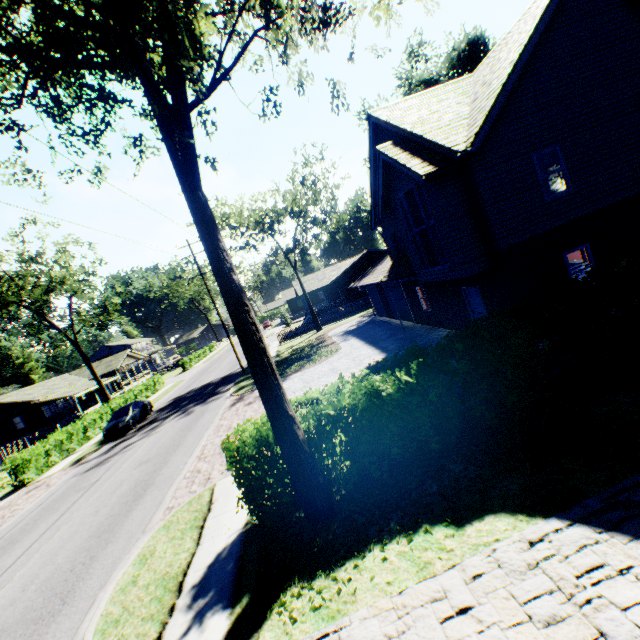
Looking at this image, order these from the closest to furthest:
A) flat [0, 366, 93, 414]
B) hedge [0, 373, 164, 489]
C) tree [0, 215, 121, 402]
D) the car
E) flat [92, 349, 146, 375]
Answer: hedge [0, 373, 164, 489]
the car
tree [0, 215, 121, 402]
flat [0, 366, 93, 414]
flat [92, 349, 146, 375]

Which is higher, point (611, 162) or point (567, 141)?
point (567, 141)

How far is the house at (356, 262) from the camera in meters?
42.5 m

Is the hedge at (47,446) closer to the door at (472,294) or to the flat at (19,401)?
the flat at (19,401)

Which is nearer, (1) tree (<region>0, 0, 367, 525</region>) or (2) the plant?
(1) tree (<region>0, 0, 367, 525</region>)

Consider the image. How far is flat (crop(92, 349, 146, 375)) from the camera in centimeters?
Result: 4994cm

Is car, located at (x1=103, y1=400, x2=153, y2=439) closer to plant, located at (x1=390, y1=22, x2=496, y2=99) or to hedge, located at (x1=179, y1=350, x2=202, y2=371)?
hedge, located at (x1=179, y1=350, x2=202, y2=371)

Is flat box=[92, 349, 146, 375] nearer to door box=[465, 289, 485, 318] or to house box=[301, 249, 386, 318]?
house box=[301, 249, 386, 318]
